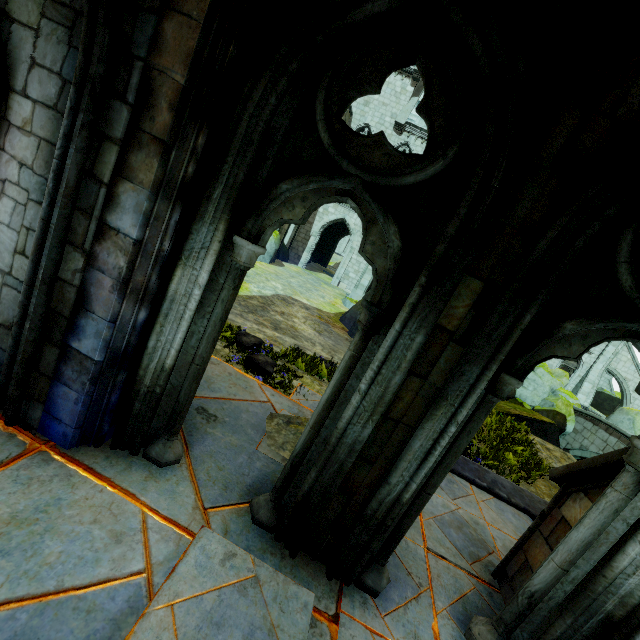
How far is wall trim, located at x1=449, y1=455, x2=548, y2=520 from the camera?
5.3m

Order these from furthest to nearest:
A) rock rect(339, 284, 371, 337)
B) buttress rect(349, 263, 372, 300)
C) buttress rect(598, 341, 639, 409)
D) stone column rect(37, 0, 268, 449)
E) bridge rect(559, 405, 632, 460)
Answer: buttress rect(598, 341, 639, 409), buttress rect(349, 263, 372, 300), bridge rect(559, 405, 632, 460), rock rect(339, 284, 371, 337), stone column rect(37, 0, 268, 449)

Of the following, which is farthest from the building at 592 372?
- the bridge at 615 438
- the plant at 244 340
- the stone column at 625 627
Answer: the plant at 244 340

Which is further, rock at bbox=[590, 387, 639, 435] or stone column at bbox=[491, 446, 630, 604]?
rock at bbox=[590, 387, 639, 435]

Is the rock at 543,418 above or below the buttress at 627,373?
below

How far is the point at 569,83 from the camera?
1.9m

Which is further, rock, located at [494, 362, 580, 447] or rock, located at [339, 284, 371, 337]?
rock, located at [339, 284, 371, 337]

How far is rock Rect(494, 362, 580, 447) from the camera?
10.62m
